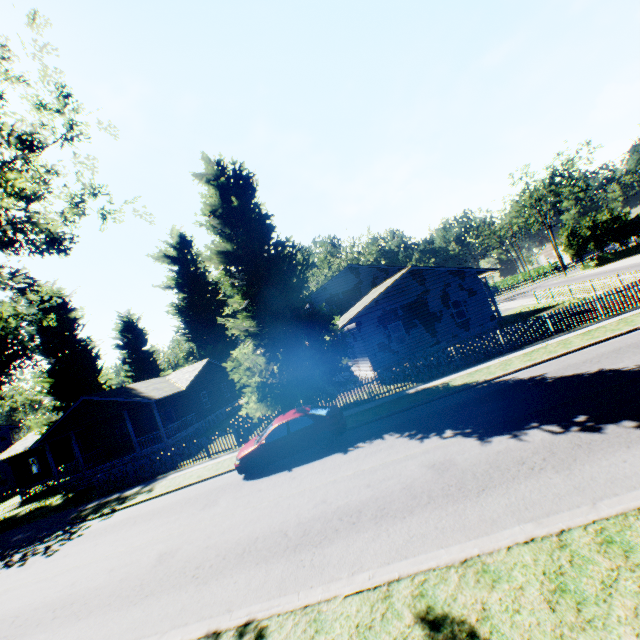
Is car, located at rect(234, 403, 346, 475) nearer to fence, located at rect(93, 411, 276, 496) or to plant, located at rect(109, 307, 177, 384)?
plant, located at rect(109, 307, 177, 384)

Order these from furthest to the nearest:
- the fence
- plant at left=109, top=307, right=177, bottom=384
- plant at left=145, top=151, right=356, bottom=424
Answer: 1. plant at left=109, top=307, right=177, bottom=384
2. the fence
3. plant at left=145, top=151, right=356, bottom=424

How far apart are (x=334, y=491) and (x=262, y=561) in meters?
2.6

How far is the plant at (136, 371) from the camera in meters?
42.5 m

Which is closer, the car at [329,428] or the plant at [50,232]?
the plant at [50,232]

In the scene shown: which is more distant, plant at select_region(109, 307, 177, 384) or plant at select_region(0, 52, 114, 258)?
plant at select_region(109, 307, 177, 384)

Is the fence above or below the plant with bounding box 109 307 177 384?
below
